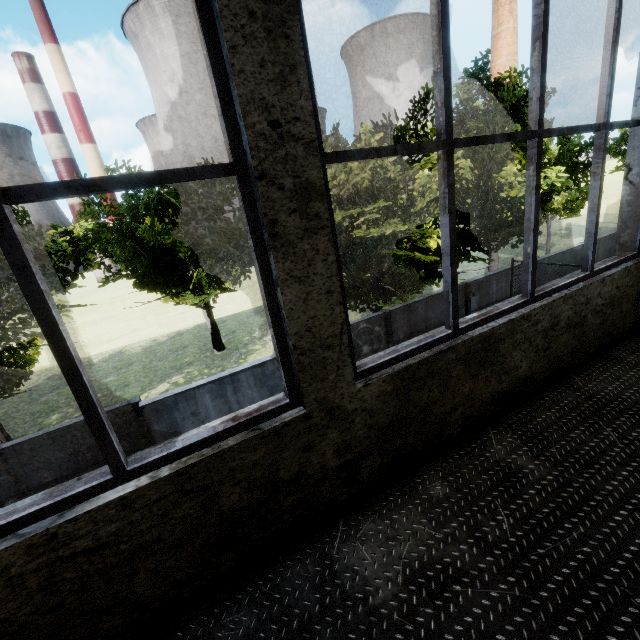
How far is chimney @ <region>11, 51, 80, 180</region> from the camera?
53.1m

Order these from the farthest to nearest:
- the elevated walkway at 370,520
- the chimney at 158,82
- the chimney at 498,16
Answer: the chimney at 158,82 < the chimney at 498,16 < the elevated walkway at 370,520

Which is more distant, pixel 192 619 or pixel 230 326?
pixel 230 326

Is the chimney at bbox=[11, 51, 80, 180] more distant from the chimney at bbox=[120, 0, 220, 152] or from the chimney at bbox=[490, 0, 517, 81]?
the chimney at bbox=[490, 0, 517, 81]

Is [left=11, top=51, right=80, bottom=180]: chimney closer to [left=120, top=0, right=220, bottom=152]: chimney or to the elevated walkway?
[left=120, top=0, right=220, bottom=152]: chimney

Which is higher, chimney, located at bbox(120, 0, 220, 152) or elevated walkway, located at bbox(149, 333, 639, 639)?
chimney, located at bbox(120, 0, 220, 152)

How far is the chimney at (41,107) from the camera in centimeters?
5312cm
